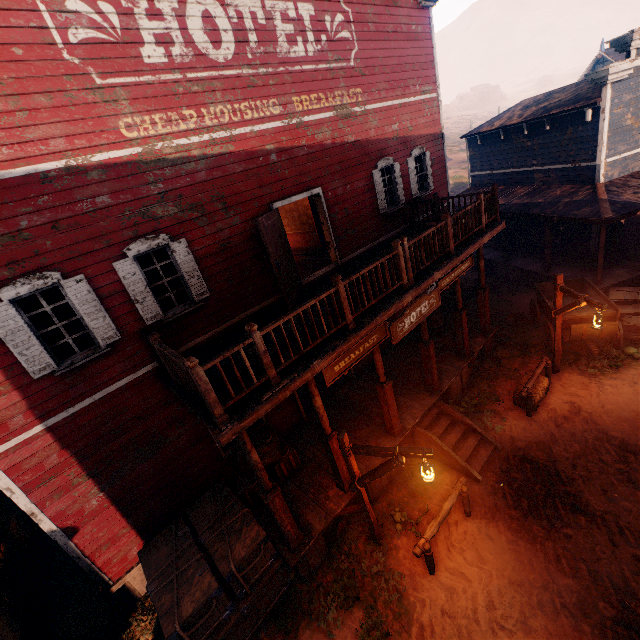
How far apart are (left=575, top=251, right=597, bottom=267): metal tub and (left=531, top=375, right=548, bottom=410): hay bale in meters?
7.0 m

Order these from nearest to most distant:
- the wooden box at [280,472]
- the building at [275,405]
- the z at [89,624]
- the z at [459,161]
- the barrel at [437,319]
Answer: the building at [275,405] < the z at [89,624] < the wooden box at [280,472] < the barrel at [437,319] < the z at [459,161]

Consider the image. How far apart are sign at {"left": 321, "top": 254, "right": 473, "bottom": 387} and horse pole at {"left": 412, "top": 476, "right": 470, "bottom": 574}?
3.34m

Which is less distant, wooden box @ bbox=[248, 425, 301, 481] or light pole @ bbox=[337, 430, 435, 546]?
light pole @ bbox=[337, 430, 435, 546]

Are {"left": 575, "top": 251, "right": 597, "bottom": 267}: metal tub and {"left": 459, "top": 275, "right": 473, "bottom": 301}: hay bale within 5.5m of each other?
yes

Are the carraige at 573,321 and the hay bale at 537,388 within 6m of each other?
yes

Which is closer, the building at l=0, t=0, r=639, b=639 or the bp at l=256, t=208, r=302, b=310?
the building at l=0, t=0, r=639, b=639

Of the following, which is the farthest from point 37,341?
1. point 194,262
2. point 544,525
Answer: point 544,525
